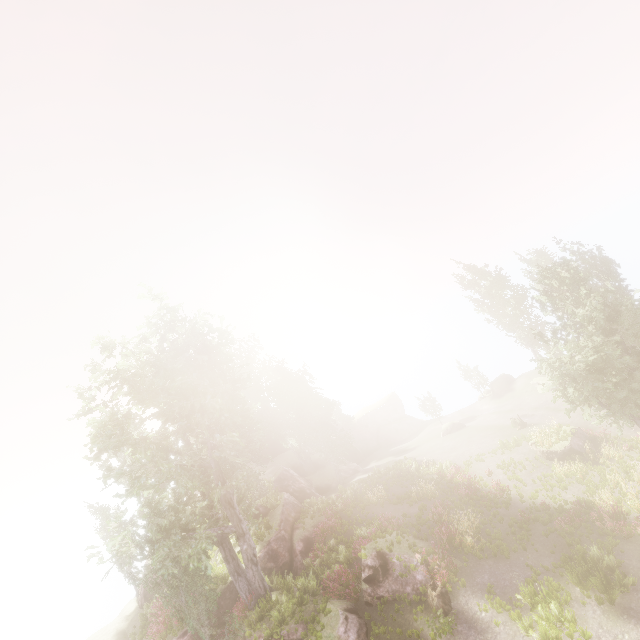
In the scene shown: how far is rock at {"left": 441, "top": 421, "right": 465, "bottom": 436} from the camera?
38.88m

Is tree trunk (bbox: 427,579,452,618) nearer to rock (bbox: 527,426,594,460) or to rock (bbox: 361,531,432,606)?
rock (bbox: 361,531,432,606)

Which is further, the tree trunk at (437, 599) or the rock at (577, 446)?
the rock at (577, 446)

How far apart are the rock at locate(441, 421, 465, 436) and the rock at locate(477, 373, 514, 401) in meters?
7.8

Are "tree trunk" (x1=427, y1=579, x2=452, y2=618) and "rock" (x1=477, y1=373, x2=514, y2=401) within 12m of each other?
no

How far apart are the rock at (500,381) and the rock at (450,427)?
7.77m

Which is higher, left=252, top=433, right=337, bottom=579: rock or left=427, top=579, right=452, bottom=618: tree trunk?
left=252, top=433, right=337, bottom=579: rock

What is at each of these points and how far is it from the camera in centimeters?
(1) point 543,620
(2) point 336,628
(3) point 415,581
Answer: (1) instancedfoliageactor, 1348cm
(2) rock, 1595cm
(3) rock, 1695cm
